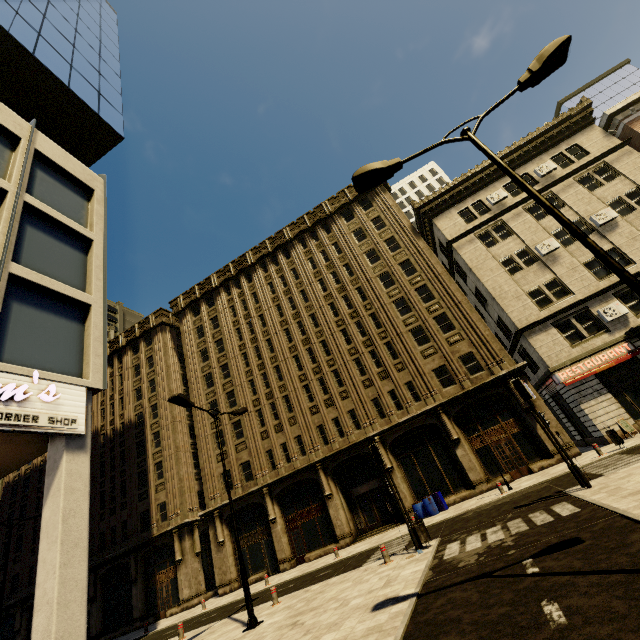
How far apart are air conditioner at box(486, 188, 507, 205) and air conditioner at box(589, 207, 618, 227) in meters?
5.7 m

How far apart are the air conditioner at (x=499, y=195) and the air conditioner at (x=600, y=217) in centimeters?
575cm

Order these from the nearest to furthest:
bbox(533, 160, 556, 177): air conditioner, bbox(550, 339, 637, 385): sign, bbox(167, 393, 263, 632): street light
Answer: bbox(167, 393, 263, 632): street light < bbox(550, 339, 637, 385): sign < bbox(533, 160, 556, 177): air conditioner

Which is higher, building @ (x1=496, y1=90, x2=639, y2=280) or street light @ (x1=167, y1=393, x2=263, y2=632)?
building @ (x1=496, y1=90, x2=639, y2=280)

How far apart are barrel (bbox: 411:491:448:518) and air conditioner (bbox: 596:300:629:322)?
15.07m

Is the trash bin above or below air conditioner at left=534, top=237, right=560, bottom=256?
Result: below

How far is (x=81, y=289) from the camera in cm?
1029

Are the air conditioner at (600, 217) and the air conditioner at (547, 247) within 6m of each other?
yes
